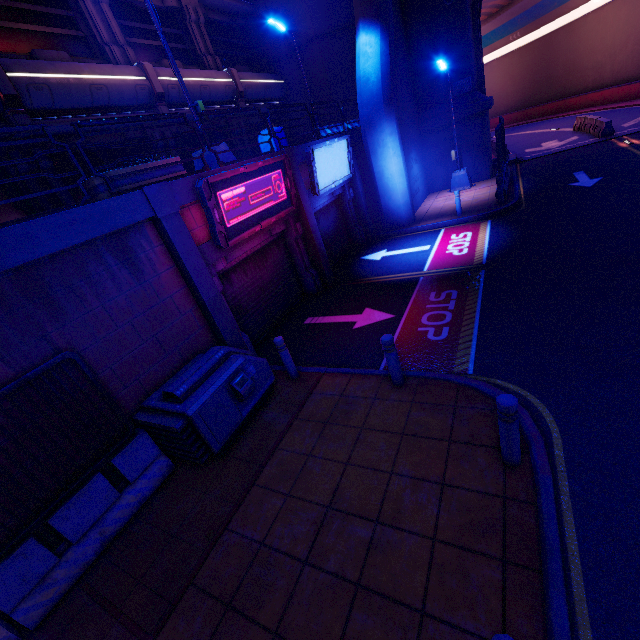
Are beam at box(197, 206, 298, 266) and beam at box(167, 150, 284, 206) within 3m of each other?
yes

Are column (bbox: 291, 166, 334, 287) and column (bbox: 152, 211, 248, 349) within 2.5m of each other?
no

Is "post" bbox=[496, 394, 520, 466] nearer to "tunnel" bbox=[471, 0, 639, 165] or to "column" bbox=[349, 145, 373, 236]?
"column" bbox=[349, 145, 373, 236]

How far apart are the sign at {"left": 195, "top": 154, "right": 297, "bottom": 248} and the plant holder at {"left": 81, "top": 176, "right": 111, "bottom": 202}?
0.7m

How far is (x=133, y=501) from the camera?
5.39m

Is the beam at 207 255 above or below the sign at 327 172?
below

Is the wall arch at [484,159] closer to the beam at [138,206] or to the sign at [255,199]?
the sign at [255,199]

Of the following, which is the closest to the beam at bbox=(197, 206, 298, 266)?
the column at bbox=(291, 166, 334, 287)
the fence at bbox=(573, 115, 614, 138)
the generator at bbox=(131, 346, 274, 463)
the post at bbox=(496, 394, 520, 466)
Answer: the column at bbox=(291, 166, 334, 287)
